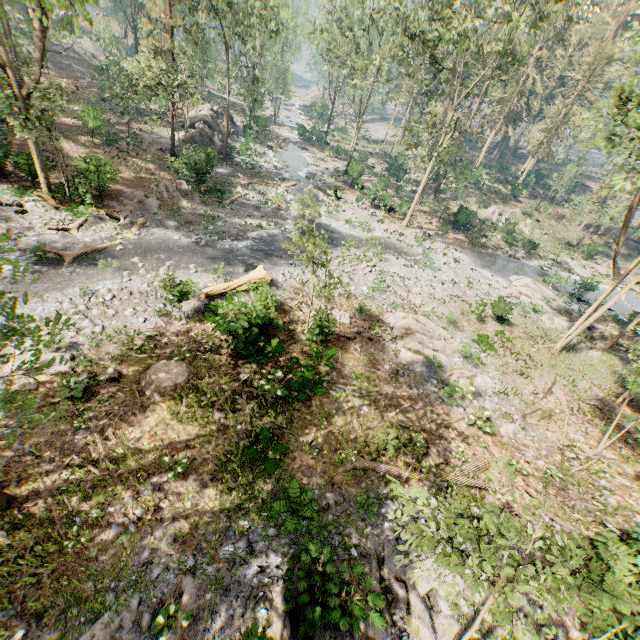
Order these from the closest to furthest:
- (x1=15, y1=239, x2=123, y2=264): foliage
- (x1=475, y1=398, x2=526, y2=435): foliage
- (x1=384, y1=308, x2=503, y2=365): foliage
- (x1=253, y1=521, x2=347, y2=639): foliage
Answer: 1. (x1=253, y1=521, x2=347, y2=639): foliage
2. (x1=475, y1=398, x2=526, y2=435): foliage
3. (x1=15, y1=239, x2=123, y2=264): foliage
4. (x1=384, y1=308, x2=503, y2=365): foliage

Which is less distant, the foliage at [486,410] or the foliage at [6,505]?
the foliage at [6,505]

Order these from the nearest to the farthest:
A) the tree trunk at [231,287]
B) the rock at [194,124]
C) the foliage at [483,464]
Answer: the foliage at [483,464] < the tree trunk at [231,287] < the rock at [194,124]

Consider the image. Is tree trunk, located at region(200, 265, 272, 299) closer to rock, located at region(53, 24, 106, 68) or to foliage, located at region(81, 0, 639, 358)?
foliage, located at region(81, 0, 639, 358)

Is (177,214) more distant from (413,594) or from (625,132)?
(625,132)

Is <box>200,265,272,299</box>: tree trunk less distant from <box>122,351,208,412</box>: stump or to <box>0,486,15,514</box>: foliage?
<box>0,486,15,514</box>: foliage

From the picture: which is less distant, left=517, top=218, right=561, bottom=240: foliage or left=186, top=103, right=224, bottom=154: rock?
left=186, top=103, right=224, bottom=154: rock

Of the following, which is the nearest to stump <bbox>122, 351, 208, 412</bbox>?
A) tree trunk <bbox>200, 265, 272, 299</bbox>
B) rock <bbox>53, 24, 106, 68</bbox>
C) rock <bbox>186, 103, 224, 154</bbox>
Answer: tree trunk <bbox>200, 265, 272, 299</bbox>
